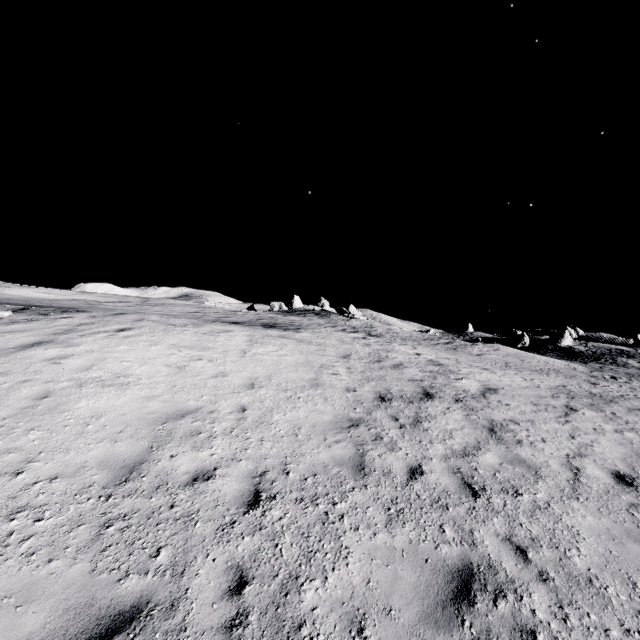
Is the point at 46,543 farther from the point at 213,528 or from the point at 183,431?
the point at 183,431

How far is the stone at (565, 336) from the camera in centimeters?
5756cm

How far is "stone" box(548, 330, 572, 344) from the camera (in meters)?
57.56
